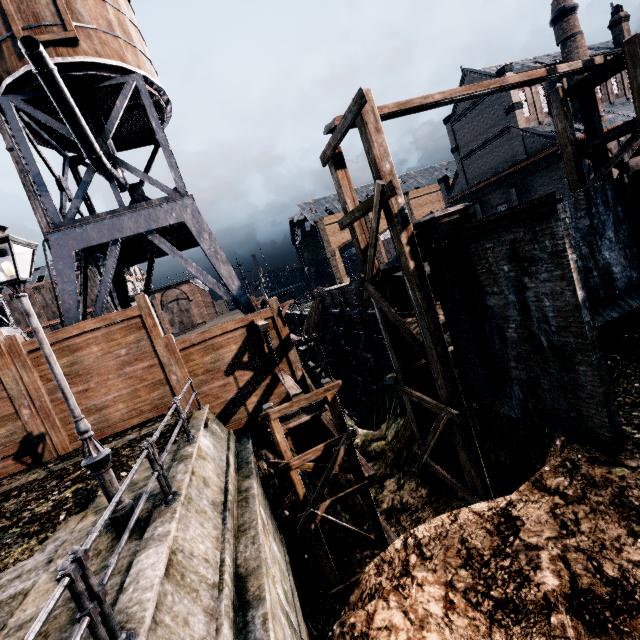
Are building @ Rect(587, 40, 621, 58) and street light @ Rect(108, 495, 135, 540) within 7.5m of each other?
no

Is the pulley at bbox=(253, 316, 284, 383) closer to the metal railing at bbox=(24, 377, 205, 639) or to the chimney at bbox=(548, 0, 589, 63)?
the metal railing at bbox=(24, 377, 205, 639)

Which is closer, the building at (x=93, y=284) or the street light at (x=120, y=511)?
the street light at (x=120, y=511)

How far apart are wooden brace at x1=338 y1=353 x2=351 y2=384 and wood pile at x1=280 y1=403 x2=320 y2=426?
24.6 meters

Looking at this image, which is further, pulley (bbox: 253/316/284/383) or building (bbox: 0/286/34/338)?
building (bbox: 0/286/34/338)

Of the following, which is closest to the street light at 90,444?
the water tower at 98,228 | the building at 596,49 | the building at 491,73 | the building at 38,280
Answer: the water tower at 98,228

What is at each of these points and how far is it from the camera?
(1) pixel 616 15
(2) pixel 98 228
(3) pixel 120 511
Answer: (1) chimney, 41.6m
(2) water tower, 15.3m
(3) street light, 5.8m

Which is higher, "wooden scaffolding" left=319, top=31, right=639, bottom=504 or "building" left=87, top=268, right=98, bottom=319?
"building" left=87, top=268, right=98, bottom=319
